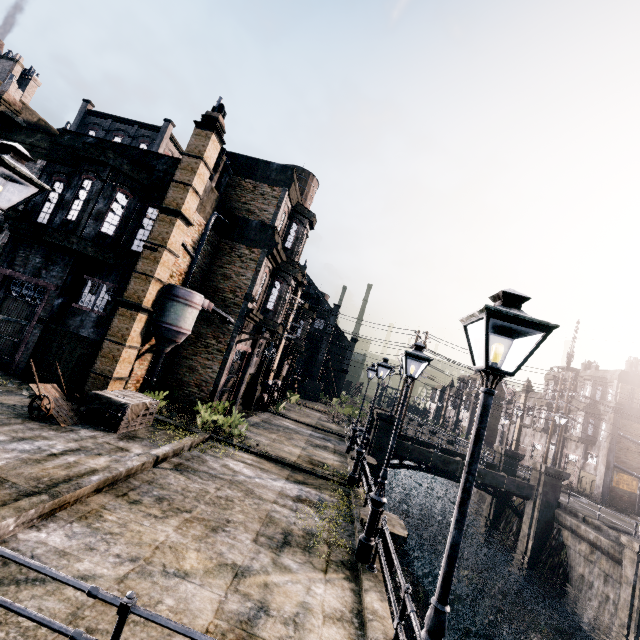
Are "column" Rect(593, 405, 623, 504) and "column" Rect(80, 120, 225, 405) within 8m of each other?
no

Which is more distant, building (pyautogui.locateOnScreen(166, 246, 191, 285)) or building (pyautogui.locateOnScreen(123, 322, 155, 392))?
building (pyautogui.locateOnScreen(166, 246, 191, 285))

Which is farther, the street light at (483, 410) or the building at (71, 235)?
the building at (71, 235)

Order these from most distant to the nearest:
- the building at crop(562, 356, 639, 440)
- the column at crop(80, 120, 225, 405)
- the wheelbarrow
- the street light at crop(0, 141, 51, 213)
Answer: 1. the building at crop(562, 356, 639, 440)
2. the column at crop(80, 120, 225, 405)
3. the wheelbarrow
4. the street light at crop(0, 141, 51, 213)

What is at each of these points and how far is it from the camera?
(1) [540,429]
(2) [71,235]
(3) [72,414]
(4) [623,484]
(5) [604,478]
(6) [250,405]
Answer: (1) building, 42.9m
(2) building, 13.5m
(3) wheelbarrow, 11.3m
(4) building, 32.8m
(5) column, 32.5m
(6) column, 24.8m

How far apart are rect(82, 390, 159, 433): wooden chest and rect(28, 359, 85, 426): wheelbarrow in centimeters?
2cm

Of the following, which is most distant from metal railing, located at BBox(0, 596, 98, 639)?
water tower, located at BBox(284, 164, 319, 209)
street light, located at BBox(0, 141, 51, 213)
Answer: water tower, located at BBox(284, 164, 319, 209)

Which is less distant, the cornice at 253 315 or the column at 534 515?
the cornice at 253 315
